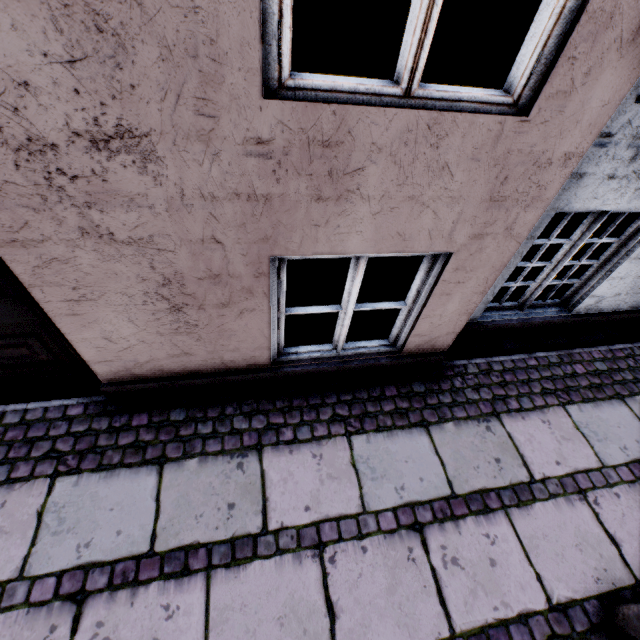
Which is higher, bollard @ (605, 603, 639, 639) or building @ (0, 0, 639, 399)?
building @ (0, 0, 639, 399)

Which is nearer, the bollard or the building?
the building

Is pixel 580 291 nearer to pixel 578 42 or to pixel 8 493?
pixel 578 42

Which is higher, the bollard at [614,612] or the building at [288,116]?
the building at [288,116]

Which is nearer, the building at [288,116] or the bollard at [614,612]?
the building at [288,116]
